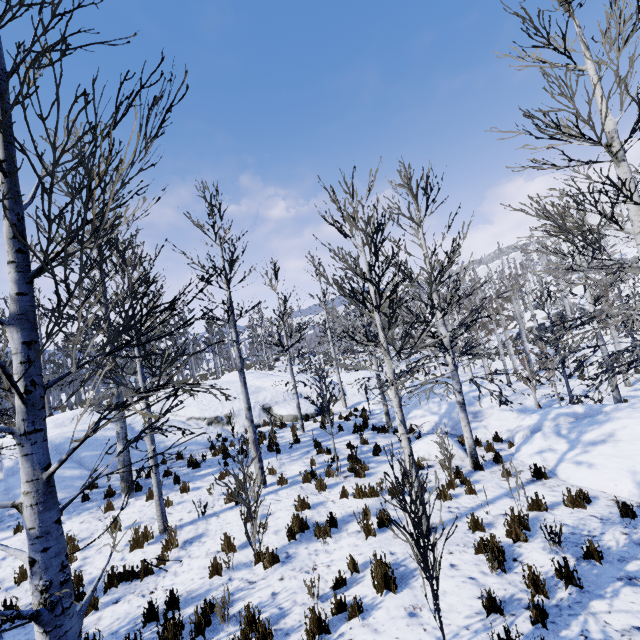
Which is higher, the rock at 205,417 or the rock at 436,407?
the rock at 205,417

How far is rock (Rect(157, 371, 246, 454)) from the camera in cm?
1430

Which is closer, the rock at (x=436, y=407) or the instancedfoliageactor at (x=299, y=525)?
the instancedfoliageactor at (x=299, y=525)

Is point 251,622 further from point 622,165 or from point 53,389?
point 53,389

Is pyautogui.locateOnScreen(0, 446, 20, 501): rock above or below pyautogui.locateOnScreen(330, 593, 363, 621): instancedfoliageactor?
above

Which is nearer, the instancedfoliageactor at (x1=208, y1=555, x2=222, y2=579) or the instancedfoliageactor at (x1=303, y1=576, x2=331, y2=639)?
the instancedfoliageactor at (x1=303, y1=576, x2=331, y2=639)
